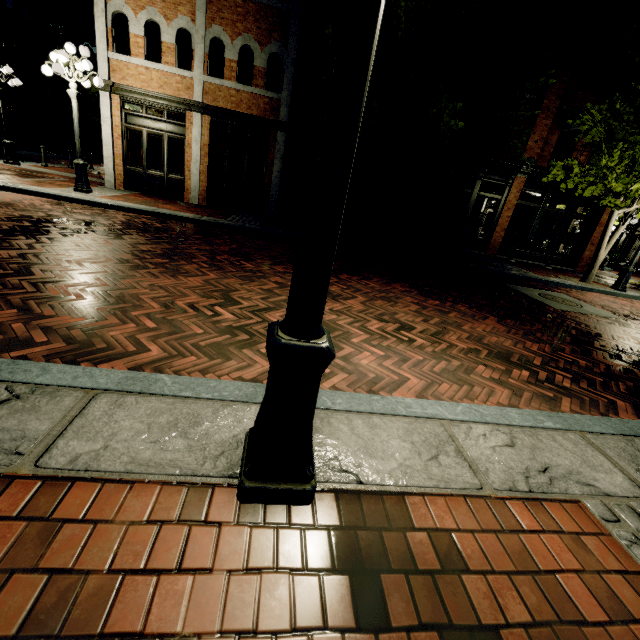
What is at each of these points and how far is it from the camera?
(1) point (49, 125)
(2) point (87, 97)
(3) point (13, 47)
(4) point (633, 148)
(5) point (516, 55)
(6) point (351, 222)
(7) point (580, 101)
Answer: (1) building, 32.44m
(2) tree, 26.34m
(3) building, 27.23m
(4) tree, 9.87m
(5) tree, 8.04m
(6) building, 14.23m
(7) building, 13.31m

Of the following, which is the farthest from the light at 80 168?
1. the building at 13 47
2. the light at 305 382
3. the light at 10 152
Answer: the building at 13 47

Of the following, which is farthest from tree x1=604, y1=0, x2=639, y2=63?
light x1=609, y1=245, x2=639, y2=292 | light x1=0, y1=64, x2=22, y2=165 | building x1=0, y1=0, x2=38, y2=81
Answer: light x1=0, y1=64, x2=22, y2=165

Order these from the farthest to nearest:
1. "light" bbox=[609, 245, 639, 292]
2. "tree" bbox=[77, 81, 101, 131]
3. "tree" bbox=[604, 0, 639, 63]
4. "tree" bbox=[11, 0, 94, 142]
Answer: "tree" bbox=[77, 81, 101, 131] → "tree" bbox=[11, 0, 94, 142] → "light" bbox=[609, 245, 639, 292] → "tree" bbox=[604, 0, 639, 63]

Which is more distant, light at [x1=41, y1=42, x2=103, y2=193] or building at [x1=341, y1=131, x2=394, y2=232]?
building at [x1=341, y1=131, x2=394, y2=232]

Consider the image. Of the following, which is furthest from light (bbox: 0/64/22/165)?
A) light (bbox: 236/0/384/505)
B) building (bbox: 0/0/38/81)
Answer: light (bbox: 236/0/384/505)

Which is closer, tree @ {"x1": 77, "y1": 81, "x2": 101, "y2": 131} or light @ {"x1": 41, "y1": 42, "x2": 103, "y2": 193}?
light @ {"x1": 41, "y1": 42, "x2": 103, "y2": 193}

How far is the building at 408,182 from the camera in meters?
13.5 m
